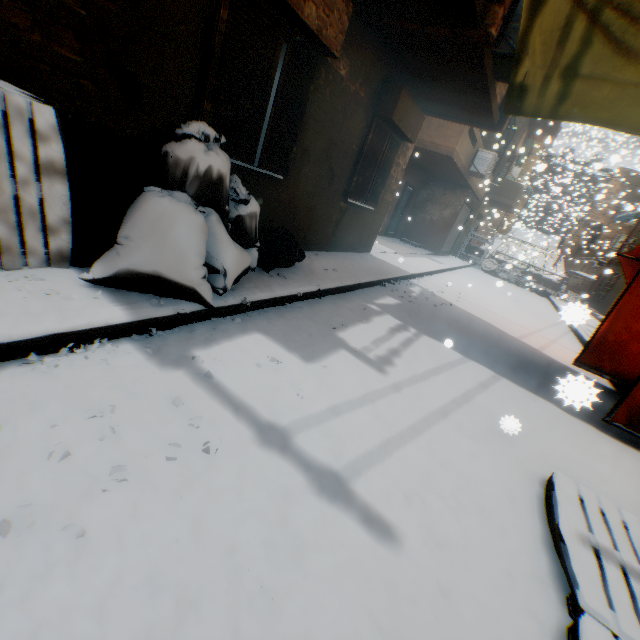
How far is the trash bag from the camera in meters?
2.6

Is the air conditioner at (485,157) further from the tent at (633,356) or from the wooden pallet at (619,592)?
the wooden pallet at (619,592)

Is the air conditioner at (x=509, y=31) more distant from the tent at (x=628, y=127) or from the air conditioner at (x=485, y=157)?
the air conditioner at (x=485, y=157)

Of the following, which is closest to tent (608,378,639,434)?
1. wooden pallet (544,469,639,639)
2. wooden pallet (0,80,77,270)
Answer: wooden pallet (544,469,639,639)

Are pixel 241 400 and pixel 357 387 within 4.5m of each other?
yes

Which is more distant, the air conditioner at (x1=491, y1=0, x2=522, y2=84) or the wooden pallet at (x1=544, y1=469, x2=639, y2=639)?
the air conditioner at (x1=491, y1=0, x2=522, y2=84)

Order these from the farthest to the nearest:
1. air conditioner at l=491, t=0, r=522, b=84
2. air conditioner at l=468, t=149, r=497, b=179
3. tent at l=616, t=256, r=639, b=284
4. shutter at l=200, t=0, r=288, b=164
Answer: air conditioner at l=468, t=149, r=497, b=179 → tent at l=616, t=256, r=639, b=284 → air conditioner at l=491, t=0, r=522, b=84 → shutter at l=200, t=0, r=288, b=164

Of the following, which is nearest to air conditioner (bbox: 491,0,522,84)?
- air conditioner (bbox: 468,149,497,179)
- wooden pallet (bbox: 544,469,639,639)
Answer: wooden pallet (bbox: 544,469,639,639)
